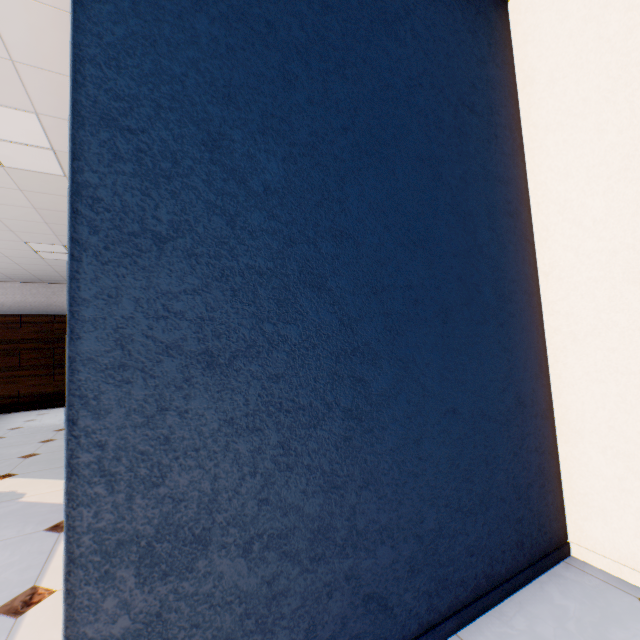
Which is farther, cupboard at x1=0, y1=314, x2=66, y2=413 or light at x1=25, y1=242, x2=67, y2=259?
cupboard at x1=0, y1=314, x2=66, y2=413

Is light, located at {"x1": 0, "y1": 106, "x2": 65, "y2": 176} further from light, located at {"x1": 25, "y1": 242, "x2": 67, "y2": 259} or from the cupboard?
the cupboard

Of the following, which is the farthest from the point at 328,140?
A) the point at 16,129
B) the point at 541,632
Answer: the point at 16,129

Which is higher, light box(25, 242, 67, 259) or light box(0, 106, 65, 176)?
light box(25, 242, 67, 259)

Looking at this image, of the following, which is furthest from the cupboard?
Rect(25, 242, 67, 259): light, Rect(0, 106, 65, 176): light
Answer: Rect(0, 106, 65, 176): light

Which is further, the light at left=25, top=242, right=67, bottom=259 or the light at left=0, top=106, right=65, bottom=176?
the light at left=25, top=242, right=67, bottom=259

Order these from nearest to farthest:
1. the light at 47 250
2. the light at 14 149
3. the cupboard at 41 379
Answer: the light at 14 149 → the light at 47 250 → the cupboard at 41 379

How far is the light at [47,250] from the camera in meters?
5.3 m
